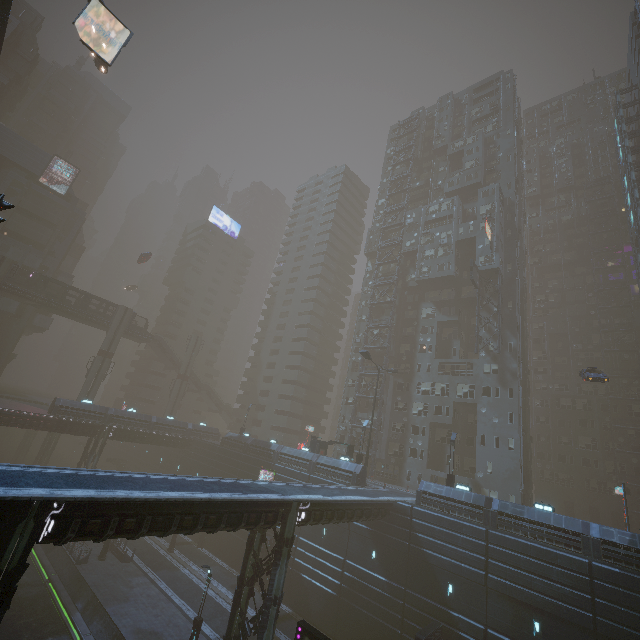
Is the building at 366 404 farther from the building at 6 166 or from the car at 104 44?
the car at 104 44

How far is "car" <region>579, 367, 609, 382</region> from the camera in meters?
30.2 m

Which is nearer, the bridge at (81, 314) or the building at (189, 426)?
the building at (189, 426)

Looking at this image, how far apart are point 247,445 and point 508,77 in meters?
79.0

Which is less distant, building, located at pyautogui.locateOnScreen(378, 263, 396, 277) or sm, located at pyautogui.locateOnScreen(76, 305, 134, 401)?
sm, located at pyautogui.locateOnScreen(76, 305, 134, 401)

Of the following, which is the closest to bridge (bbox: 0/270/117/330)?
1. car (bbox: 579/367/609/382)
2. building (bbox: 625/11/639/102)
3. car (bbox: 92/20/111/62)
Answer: building (bbox: 625/11/639/102)

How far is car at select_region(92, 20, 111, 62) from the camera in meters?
29.6

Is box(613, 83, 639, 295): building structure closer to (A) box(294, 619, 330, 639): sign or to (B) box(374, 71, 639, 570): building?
(B) box(374, 71, 639, 570): building
